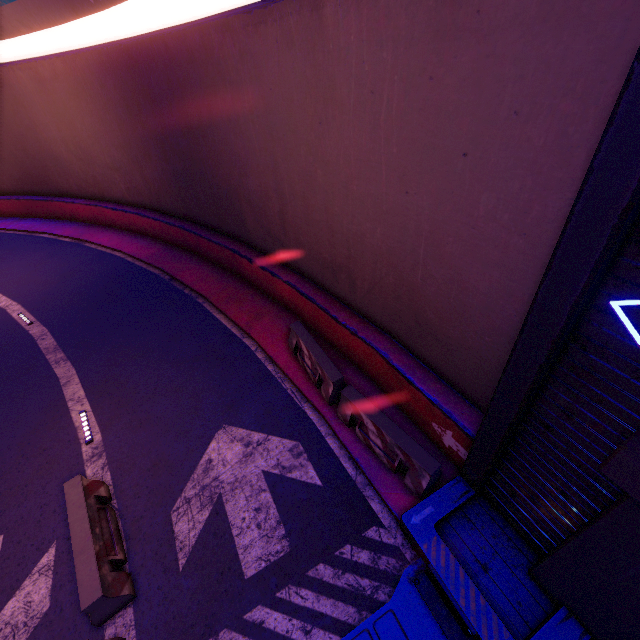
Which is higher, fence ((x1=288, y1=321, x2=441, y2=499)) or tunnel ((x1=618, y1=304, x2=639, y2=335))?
tunnel ((x1=618, y1=304, x2=639, y2=335))

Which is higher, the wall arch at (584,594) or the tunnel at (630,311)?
the tunnel at (630,311)

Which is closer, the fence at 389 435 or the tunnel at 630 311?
the tunnel at 630 311

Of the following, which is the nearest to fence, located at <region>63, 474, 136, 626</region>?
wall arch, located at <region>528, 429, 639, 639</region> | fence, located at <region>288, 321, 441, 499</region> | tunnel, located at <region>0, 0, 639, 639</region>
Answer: tunnel, located at <region>0, 0, 639, 639</region>

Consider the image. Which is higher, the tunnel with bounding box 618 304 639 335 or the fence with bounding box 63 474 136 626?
the tunnel with bounding box 618 304 639 335

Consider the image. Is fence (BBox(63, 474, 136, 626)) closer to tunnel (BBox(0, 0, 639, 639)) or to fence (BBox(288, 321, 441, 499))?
tunnel (BBox(0, 0, 639, 639))

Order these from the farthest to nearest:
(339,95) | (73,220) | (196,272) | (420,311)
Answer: (73,220), (196,272), (420,311), (339,95)

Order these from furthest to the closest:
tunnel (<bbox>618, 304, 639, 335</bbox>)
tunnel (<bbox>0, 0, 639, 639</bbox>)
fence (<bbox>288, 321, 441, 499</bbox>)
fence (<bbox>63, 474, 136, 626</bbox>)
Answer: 1. fence (<bbox>288, 321, 441, 499</bbox>)
2. fence (<bbox>63, 474, 136, 626</bbox>)
3. tunnel (<bbox>0, 0, 639, 639</bbox>)
4. tunnel (<bbox>618, 304, 639, 335</bbox>)
